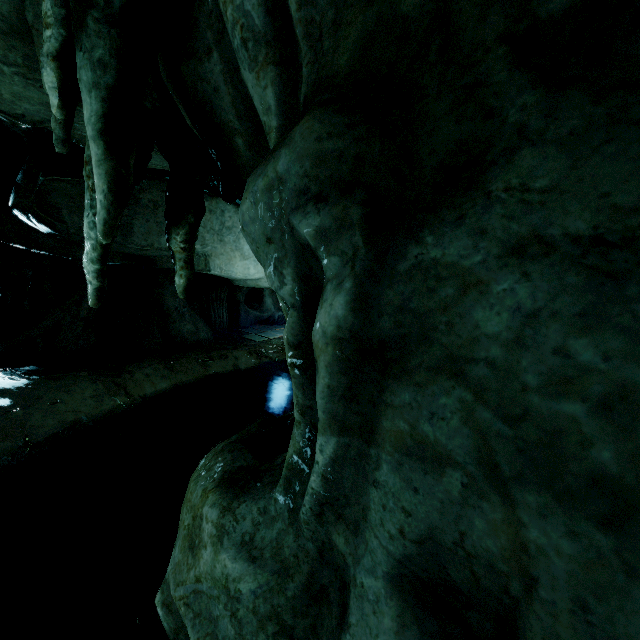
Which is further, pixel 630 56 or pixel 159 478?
pixel 159 478
